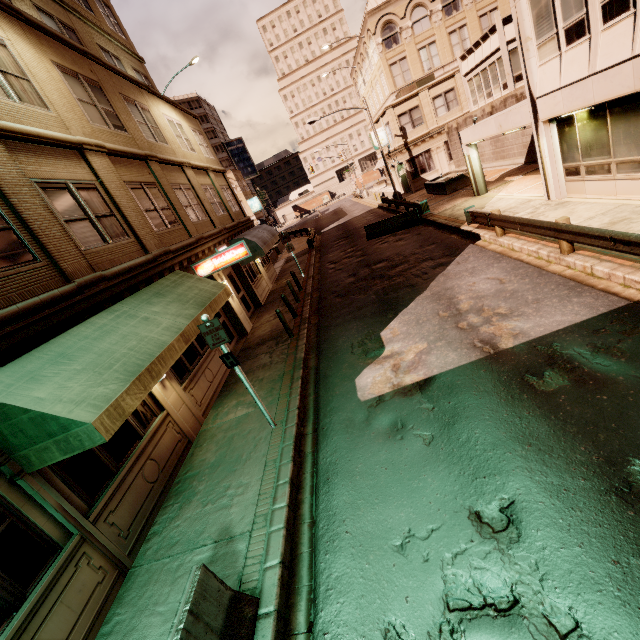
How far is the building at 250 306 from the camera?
14.2m

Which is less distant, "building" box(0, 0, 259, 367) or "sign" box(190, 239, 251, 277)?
"building" box(0, 0, 259, 367)

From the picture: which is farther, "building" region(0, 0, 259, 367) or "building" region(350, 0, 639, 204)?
"building" region(350, 0, 639, 204)

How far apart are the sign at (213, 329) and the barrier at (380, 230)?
16.4m

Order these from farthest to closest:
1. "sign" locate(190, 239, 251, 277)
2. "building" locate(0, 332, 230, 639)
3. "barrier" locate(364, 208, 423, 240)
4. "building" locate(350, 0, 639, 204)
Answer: "barrier" locate(364, 208, 423, 240) < "sign" locate(190, 239, 251, 277) < "building" locate(350, 0, 639, 204) < "building" locate(0, 332, 230, 639)

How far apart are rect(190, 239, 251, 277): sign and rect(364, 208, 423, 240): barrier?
12.00m

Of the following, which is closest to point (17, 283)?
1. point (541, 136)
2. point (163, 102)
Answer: point (163, 102)

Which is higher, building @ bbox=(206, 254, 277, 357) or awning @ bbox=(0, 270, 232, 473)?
awning @ bbox=(0, 270, 232, 473)
